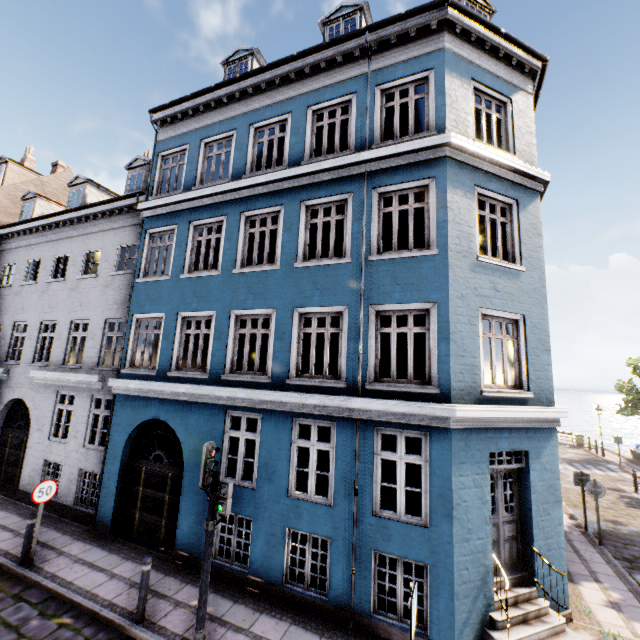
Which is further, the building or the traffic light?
the building

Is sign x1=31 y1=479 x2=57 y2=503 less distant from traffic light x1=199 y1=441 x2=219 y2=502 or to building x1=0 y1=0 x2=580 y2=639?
building x1=0 y1=0 x2=580 y2=639

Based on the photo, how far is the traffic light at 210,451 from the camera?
5.7 meters

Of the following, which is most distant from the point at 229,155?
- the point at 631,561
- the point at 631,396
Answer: the point at 631,396

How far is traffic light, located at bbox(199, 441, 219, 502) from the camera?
5.72m

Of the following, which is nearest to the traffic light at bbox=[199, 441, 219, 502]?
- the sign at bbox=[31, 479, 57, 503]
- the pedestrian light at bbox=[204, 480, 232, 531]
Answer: the pedestrian light at bbox=[204, 480, 232, 531]

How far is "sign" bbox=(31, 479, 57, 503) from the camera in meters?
7.8 m

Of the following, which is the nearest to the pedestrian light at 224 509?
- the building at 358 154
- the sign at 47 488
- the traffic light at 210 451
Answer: the traffic light at 210 451
